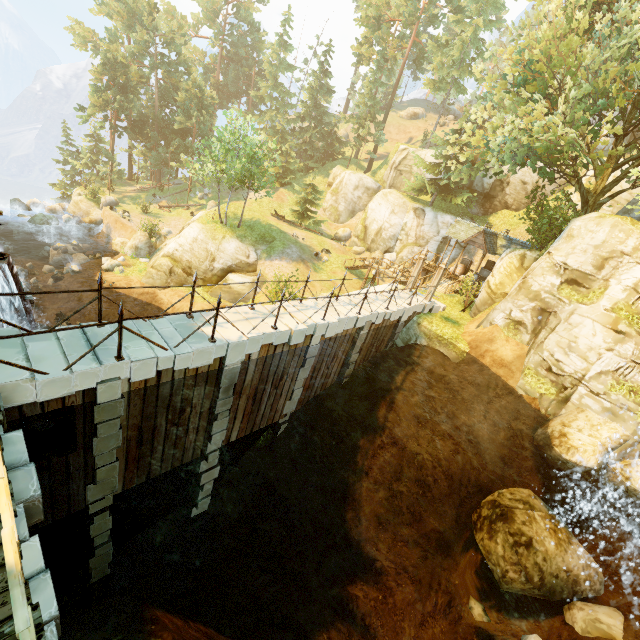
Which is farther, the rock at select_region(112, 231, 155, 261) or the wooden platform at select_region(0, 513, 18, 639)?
the rock at select_region(112, 231, 155, 261)

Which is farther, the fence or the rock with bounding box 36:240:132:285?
the rock with bounding box 36:240:132:285

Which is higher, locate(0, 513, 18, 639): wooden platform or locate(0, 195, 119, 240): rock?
locate(0, 513, 18, 639): wooden platform

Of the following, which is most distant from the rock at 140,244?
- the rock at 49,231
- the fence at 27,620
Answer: the fence at 27,620

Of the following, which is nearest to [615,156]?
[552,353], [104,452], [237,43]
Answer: [552,353]

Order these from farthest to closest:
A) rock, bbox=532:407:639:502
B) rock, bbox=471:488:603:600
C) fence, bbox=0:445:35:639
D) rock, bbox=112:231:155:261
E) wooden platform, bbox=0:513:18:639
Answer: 1. rock, bbox=112:231:155:261
2. rock, bbox=471:488:603:600
3. rock, bbox=532:407:639:502
4. wooden platform, bbox=0:513:18:639
5. fence, bbox=0:445:35:639

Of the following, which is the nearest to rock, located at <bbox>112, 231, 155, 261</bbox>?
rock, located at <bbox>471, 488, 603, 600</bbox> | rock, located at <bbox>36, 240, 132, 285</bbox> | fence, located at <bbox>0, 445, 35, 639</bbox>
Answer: rock, located at <bbox>36, 240, 132, 285</bbox>

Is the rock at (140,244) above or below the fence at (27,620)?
below
